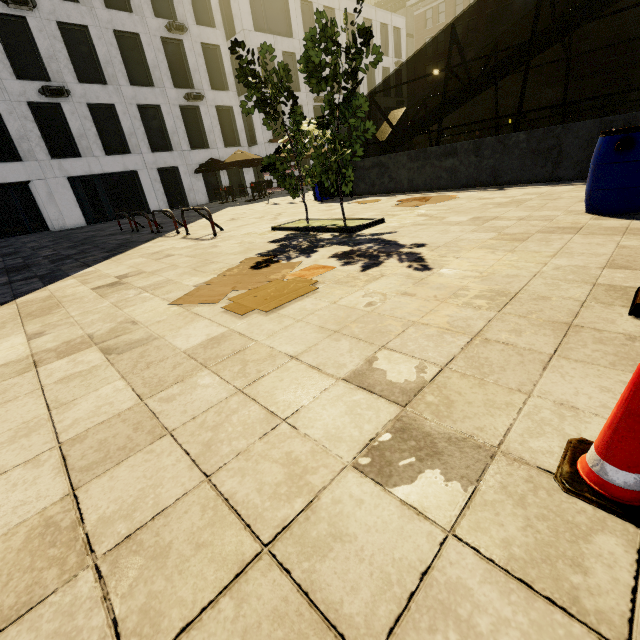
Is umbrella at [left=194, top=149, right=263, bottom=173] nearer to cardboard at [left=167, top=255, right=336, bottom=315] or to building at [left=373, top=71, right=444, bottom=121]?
cardboard at [left=167, top=255, right=336, bottom=315]

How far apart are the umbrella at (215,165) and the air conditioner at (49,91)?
9.3 meters

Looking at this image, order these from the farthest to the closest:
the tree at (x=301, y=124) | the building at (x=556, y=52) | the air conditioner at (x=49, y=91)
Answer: the building at (x=556, y=52) < the air conditioner at (x=49, y=91) < the tree at (x=301, y=124)

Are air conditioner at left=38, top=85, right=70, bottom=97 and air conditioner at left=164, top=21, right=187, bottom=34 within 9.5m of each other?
yes

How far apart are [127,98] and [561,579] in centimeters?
2924cm

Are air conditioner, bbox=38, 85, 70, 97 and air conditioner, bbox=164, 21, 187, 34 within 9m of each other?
yes

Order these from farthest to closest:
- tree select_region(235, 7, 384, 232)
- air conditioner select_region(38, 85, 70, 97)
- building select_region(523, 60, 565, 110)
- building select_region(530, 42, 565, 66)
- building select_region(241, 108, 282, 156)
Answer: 1. building select_region(523, 60, 565, 110)
2. building select_region(530, 42, 565, 66)
3. building select_region(241, 108, 282, 156)
4. air conditioner select_region(38, 85, 70, 97)
5. tree select_region(235, 7, 384, 232)

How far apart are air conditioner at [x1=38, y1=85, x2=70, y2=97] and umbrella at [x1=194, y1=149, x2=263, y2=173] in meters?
9.3
